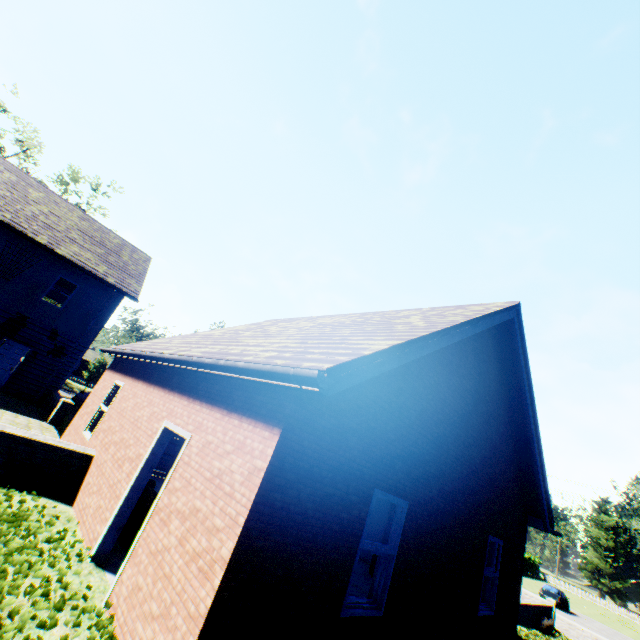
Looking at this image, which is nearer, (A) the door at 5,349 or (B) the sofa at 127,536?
(B) the sofa at 127,536

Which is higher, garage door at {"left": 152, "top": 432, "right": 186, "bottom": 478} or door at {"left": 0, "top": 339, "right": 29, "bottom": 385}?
door at {"left": 0, "top": 339, "right": 29, "bottom": 385}

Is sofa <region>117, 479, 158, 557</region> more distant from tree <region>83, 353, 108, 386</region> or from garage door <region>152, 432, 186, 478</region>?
tree <region>83, 353, 108, 386</region>

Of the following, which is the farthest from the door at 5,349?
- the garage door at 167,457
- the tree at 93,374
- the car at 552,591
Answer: the car at 552,591

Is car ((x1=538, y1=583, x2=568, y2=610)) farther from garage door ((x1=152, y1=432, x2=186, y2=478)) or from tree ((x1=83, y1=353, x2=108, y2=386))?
tree ((x1=83, y1=353, x2=108, y2=386))

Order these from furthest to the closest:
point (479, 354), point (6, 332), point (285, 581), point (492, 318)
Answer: point (6, 332), point (479, 354), point (492, 318), point (285, 581)

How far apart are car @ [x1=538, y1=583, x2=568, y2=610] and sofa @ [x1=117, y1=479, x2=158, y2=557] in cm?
4333

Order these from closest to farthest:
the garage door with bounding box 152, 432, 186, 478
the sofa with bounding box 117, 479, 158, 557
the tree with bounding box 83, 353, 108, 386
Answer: the sofa with bounding box 117, 479, 158, 557 < the garage door with bounding box 152, 432, 186, 478 < the tree with bounding box 83, 353, 108, 386
